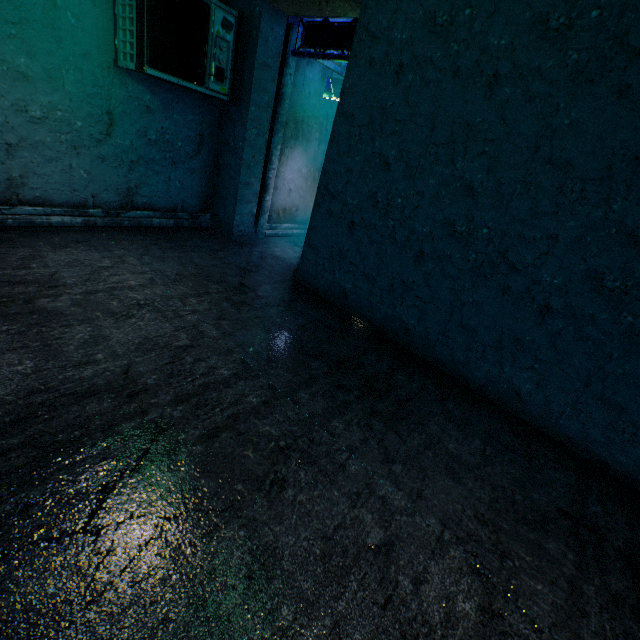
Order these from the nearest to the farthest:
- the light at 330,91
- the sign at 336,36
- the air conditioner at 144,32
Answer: the air conditioner at 144,32 → the sign at 336,36 → the light at 330,91

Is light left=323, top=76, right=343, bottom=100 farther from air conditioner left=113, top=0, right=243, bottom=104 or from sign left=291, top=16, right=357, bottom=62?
air conditioner left=113, top=0, right=243, bottom=104

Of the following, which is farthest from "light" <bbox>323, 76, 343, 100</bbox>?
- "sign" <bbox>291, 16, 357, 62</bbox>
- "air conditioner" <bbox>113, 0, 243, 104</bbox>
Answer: "air conditioner" <bbox>113, 0, 243, 104</bbox>

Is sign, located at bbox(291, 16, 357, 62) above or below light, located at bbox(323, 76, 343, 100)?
above

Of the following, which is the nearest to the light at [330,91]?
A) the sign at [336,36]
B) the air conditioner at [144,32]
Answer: the sign at [336,36]

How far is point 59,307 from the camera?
2.6m

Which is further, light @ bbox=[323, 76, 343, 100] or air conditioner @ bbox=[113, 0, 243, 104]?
light @ bbox=[323, 76, 343, 100]

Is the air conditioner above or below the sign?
below
